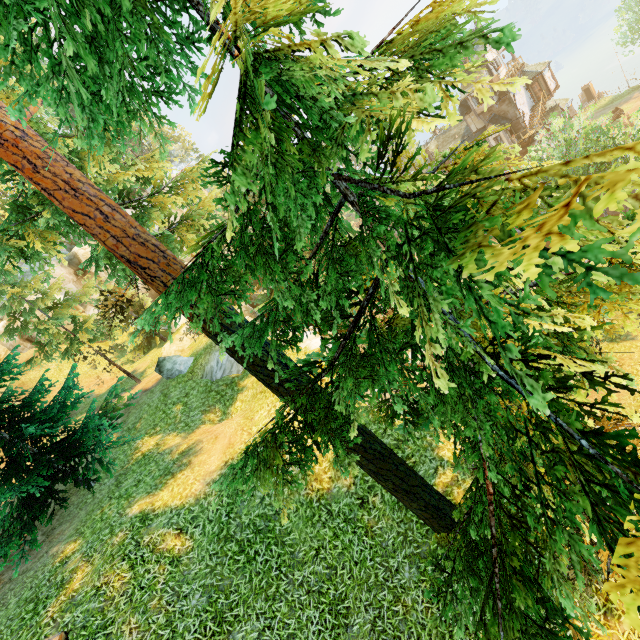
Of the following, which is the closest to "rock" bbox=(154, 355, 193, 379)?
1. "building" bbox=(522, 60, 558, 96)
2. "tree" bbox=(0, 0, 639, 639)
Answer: "tree" bbox=(0, 0, 639, 639)

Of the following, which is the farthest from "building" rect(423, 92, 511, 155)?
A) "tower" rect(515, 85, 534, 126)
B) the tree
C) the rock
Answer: the rock

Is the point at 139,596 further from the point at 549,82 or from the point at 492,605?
the point at 549,82

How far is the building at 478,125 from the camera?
38.7 meters

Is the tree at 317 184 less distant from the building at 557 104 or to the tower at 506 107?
the building at 557 104

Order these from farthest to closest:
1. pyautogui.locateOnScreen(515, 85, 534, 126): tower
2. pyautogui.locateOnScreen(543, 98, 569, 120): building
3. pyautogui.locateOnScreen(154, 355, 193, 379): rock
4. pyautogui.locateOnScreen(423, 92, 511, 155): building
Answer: pyautogui.locateOnScreen(543, 98, 569, 120): building < pyautogui.locateOnScreen(423, 92, 511, 155): building < pyautogui.locateOnScreen(515, 85, 534, 126): tower < pyautogui.locateOnScreen(154, 355, 193, 379): rock

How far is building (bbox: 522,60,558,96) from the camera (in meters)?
37.34
